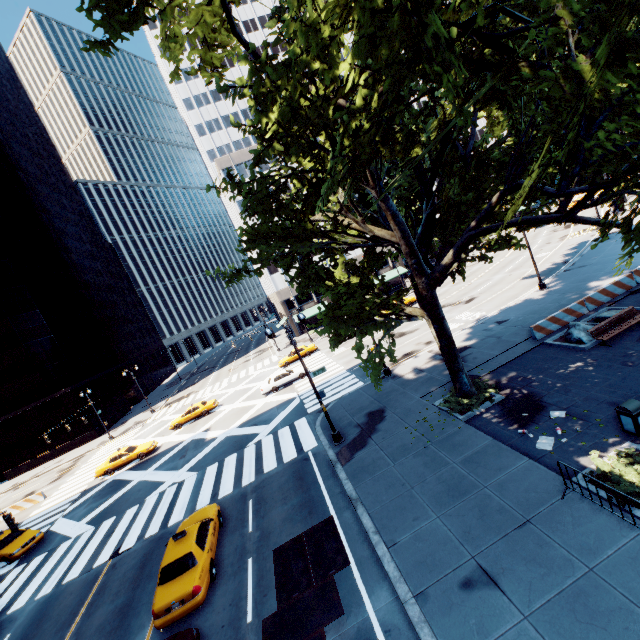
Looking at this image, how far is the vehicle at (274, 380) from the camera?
31.2m

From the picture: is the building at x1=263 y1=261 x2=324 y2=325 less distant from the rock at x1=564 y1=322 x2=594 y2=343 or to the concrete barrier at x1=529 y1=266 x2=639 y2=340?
the concrete barrier at x1=529 y1=266 x2=639 y2=340

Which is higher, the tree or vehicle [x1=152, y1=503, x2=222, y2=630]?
the tree

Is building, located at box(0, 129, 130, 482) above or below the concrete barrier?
above

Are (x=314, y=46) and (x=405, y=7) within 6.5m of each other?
yes

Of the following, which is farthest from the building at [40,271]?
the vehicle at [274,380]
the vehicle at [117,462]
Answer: the vehicle at [274,380]

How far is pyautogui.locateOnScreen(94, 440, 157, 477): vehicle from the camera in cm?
2853

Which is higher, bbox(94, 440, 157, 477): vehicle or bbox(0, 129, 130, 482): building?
bbox(0, 129, 130, 482): building
